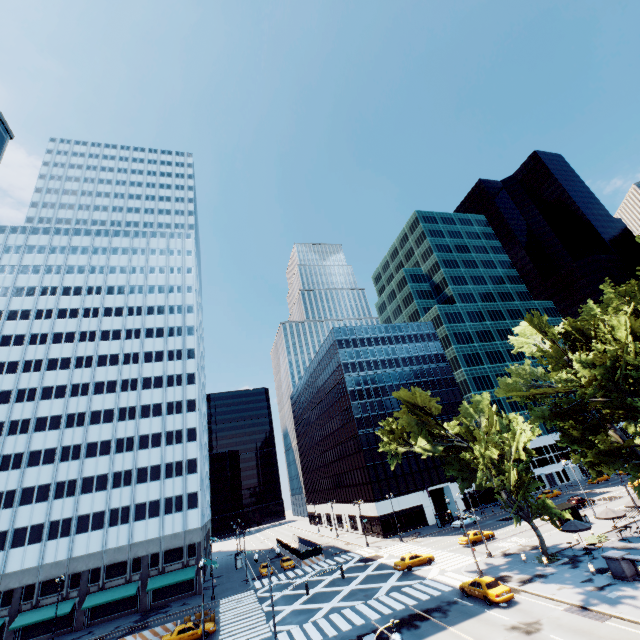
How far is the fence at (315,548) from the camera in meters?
54.4

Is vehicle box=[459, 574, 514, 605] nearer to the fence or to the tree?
the tree

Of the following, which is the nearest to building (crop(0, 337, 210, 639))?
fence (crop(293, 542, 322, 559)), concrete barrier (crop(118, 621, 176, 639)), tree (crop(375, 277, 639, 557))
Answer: concrete barrier (crop(118, 621, 176, 639))

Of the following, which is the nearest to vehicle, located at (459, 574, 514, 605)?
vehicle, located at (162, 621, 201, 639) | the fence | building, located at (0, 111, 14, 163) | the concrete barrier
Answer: vehicle, located at (162, 621, 201, 639)

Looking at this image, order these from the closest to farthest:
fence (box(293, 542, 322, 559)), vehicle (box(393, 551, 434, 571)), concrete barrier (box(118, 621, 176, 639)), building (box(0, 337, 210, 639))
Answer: concrete barrier (box(118, 621, 176, 639)), vehicle (box(393, 551, 434, 571)), building (box(0, 337, 210, 639)), fence (box(293, 542, 322, 559))

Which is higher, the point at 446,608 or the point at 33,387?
the point at 33,387

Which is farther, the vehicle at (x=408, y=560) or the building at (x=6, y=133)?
the building at (x=6, y=133)

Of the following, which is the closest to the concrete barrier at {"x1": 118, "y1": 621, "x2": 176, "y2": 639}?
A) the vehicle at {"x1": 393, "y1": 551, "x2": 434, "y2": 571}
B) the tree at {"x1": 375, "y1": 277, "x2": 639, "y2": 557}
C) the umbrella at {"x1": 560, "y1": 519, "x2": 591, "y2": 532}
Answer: the vehicle at {"x1": 393, "y1": 551, "x2": 434, "y2": 571}
